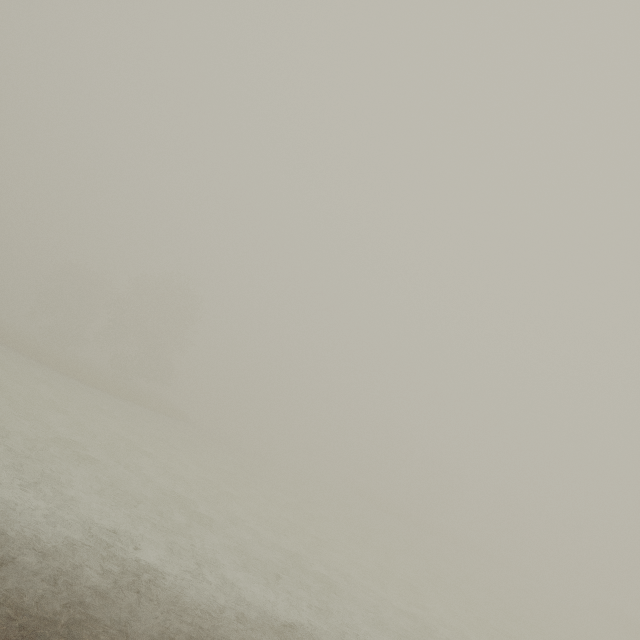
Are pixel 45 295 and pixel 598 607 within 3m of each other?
no
